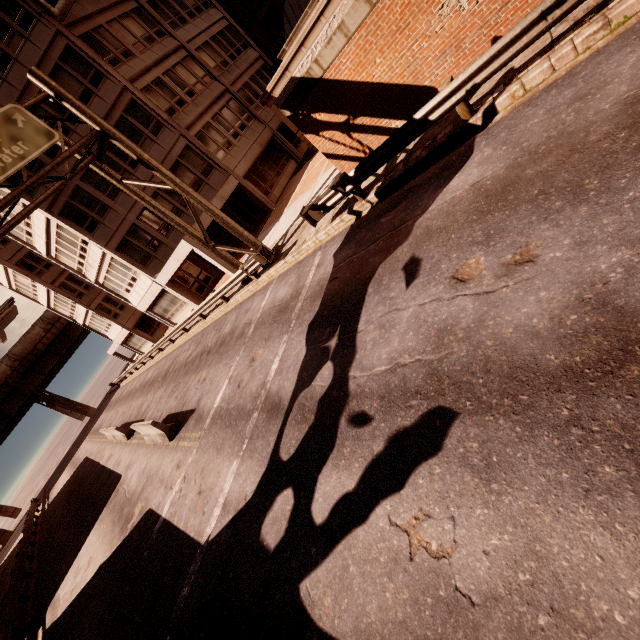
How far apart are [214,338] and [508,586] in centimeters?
1517cm

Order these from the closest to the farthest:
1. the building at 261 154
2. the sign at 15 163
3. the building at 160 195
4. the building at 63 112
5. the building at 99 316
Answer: the sign at 15 163 < the building at 261 154 < the building at 63 112 < the building at 99 316 < the building at 160 195

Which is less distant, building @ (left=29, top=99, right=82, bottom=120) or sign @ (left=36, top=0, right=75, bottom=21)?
sign @ (left=36, top=0, right=75, bottom=21)

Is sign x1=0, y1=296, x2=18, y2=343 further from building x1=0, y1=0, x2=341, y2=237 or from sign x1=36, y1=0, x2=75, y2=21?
sign x1=36, y1=0, x2=75, y2=21

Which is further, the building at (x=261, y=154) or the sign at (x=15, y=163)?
the building at (x=261, y=154)

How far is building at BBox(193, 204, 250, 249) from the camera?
20.4m

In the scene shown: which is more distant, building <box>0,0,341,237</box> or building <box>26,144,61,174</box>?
building <box>26,144,61,174</box>
